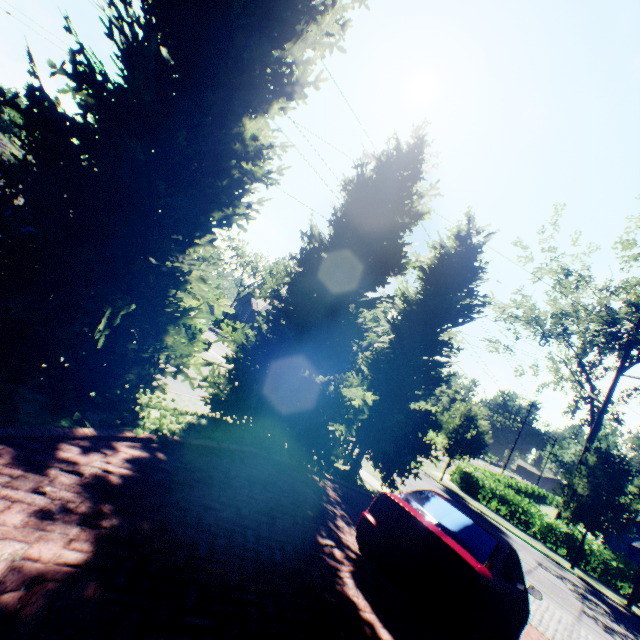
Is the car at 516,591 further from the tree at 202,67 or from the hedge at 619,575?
the hedge at 619,575

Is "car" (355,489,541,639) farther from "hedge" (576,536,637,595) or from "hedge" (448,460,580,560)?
"hedge" (448,460,580,560)

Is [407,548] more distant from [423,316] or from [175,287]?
[423,316]

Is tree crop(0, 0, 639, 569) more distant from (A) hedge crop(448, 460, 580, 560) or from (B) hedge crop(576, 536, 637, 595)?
(B) hedge crop(576, 536, 637, 595)

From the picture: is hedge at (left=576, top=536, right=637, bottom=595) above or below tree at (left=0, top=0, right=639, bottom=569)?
below

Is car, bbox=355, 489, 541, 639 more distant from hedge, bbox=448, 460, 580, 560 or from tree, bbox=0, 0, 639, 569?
hedge, bbox=448, 460, 580, 560

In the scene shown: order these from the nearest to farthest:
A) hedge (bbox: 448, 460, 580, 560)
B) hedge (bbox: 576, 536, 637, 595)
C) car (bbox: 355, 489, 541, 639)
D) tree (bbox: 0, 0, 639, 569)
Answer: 1. car (bbox: 355, 489, 541, 639)
2. tree (bbox: 0, 0, 639, 569)
3. hedge (bbox: 576, 536, 637, 595)
4. hedge (bbox: 448, 460, 580, 560)

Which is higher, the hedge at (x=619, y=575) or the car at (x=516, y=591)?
the car at (x=516, y=591)
